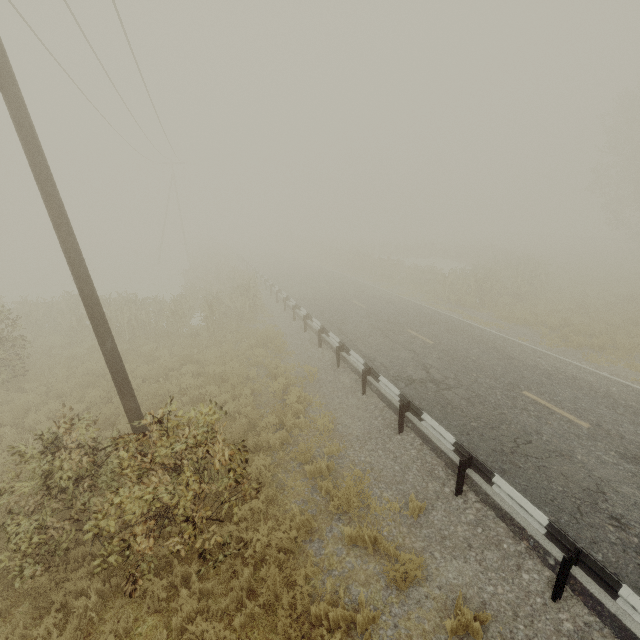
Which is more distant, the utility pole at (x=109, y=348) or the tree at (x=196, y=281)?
the tree at (x=196, y=281)

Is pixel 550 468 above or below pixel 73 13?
below

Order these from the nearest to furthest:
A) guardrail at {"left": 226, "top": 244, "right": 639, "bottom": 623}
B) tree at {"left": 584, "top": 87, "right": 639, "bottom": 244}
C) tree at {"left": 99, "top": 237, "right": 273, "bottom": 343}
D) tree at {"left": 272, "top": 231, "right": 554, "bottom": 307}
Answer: guardrail at {"left": 226, "top": 244, "right": 639, "bottom": 623} → tree at {"left": 99, "top": 237, "right": 273, "bottom": 343} → tree at {"left": 272, "top": 231, "right": 554, "bottom": 307} → tree at {"left": 584, "top": 87, "right": 639, "bottom": 244}

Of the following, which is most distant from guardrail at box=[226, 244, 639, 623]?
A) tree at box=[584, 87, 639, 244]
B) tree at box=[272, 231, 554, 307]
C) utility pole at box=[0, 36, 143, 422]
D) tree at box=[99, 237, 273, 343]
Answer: tree at box=[584, 87, 639, 244]

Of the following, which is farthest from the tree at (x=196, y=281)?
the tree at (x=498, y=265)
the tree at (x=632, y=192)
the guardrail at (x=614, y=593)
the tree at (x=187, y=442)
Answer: the tree at (x=632, y=192)

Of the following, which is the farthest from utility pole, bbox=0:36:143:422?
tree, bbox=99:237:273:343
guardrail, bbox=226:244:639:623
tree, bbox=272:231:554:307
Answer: tree, bbox=272:231:554:307

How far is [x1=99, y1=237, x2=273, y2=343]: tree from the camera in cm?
1504

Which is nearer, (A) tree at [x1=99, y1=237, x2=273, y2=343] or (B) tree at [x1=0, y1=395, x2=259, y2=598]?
(B) tree at [x1=0, y1=395, x2=259, y2=598]
